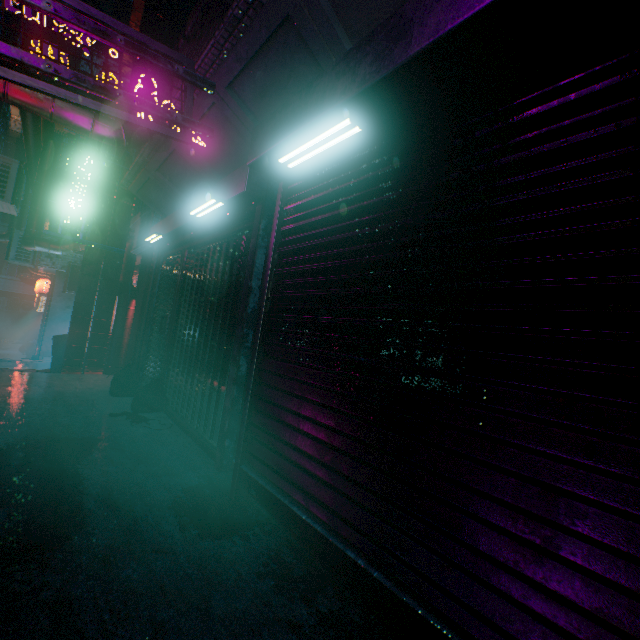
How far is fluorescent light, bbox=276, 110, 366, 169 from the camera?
1.73m

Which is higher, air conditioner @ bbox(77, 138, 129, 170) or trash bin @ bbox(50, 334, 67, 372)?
air conditioner @ bbox(77, 138, 129, 170)

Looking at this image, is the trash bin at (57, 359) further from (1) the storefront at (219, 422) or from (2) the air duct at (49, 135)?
(1) the storefront at (219, 422)

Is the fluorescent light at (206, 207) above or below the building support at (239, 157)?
below

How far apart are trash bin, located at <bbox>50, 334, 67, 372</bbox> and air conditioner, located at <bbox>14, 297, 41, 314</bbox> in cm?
1680

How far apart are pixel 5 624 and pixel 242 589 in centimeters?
93cm

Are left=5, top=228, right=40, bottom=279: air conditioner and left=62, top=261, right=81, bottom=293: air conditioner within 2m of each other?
yes

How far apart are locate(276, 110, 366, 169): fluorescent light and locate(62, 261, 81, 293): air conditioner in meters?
9.7
